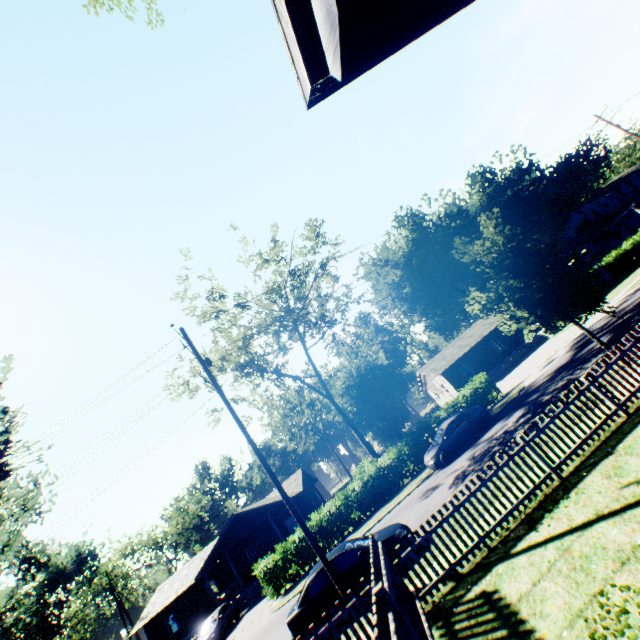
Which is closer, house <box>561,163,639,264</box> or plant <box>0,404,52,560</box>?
plant <box>0,404,52,560</box>

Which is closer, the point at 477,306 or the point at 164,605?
the point at 477,306

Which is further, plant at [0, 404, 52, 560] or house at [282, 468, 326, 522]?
house at [282, 468, 326, 522]

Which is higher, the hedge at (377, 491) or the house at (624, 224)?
the house at (624, 224)

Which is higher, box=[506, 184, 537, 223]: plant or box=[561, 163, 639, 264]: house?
box=[506, 184, 537, 223]: plant

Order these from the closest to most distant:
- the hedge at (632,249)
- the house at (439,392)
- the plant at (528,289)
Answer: the plant at (528,289), the hedge at (632,249), the house at (439,392)

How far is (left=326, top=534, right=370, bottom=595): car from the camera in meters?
10.2

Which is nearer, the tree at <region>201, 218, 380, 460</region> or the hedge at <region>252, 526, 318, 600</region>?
the hedge at <region>252, 526, 318, 600</region>
